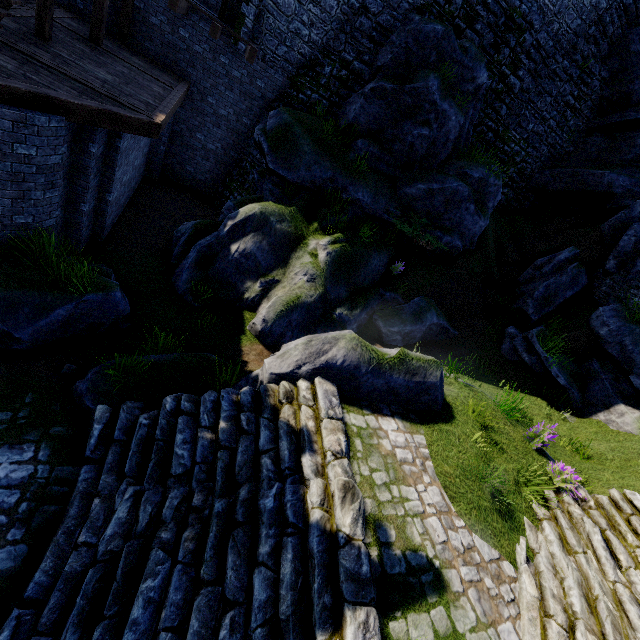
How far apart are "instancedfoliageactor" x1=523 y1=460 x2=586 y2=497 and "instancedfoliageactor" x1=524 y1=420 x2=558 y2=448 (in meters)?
0.49

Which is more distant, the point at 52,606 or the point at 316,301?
the point at 316,301

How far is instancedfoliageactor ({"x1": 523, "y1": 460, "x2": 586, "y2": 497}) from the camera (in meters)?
6.11

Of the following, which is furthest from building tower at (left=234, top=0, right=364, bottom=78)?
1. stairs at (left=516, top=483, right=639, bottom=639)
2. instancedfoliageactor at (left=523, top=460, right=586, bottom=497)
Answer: instancedfoliageactor at (left=523, top=460, right=586, bottom=497)

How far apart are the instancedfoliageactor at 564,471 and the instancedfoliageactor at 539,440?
0.49m

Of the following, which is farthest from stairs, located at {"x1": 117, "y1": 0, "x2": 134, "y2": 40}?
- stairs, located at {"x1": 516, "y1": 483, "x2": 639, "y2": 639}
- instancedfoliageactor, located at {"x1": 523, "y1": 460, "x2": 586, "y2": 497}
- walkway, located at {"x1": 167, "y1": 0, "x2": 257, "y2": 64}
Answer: instancedfoliageactor, located at {"x1": 523, "y1": 460, "x2": 586, "y2": 497}

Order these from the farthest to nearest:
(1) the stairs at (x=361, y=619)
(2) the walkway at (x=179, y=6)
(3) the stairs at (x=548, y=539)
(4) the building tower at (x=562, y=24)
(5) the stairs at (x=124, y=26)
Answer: (4) the building tower at (x=562, y=24) < (5) the stairs at (x=124, y=26) < (2) the walkway at (x=179, y=6) < (3) the stairs at (x=548, y=539) < (1) the stairs at (x=361, y=619)

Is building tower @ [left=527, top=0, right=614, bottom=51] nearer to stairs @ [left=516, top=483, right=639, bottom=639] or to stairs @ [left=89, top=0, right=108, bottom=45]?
stairs @ [left=89, top=0, right=108, bottom=45]
